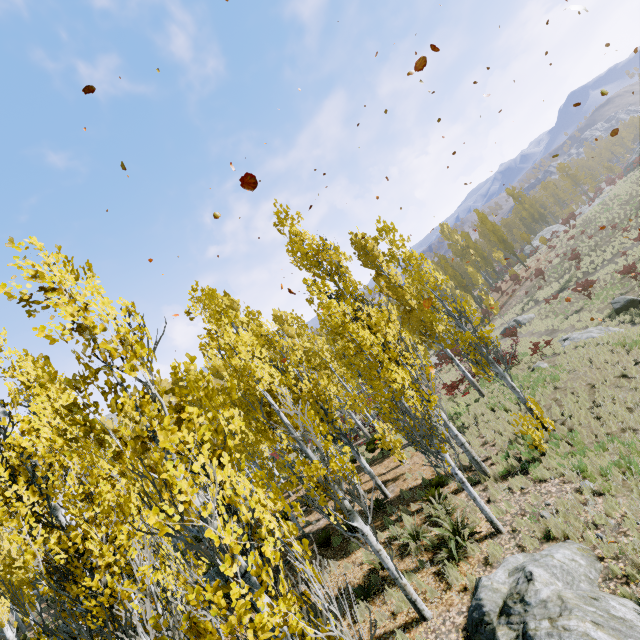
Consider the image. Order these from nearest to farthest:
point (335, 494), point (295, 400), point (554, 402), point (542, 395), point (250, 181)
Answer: point (250, 181) < point (335, 494) < point (554, 402) < point (295, 400) < point (542, 395)

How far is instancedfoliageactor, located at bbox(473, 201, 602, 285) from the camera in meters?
41.0

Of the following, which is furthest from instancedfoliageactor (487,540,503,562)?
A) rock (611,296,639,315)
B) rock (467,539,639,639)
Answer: rock (611,296,639,315)

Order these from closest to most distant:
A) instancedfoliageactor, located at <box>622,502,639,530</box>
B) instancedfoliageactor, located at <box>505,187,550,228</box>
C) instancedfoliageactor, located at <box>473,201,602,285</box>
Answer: instancedfoliageactor, located at <box>622,502,639,530</box> < instancedfoliageactor, located at <box>473,201,602,285</box> < instancedfoliageactor, located at <box>505,187,550,228</box>

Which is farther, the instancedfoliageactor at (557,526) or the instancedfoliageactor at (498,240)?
the instancedfoliageactor at (498,240)

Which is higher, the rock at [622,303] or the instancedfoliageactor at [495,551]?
the instancedfoliageactor at [495,551]
